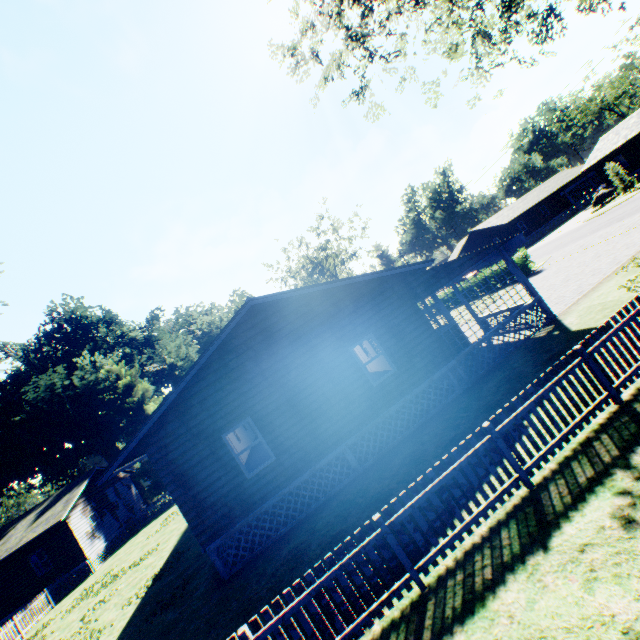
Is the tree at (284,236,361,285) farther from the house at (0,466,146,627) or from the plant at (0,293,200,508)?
the house at (0,466,146,627)

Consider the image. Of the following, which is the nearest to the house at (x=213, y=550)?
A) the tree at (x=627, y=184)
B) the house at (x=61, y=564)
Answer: the house at (x=61, y=564)

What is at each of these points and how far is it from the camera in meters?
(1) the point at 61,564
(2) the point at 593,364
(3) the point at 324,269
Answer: (1) house, 22.5
(2) fence, 6.2
(3) tree, 52.7

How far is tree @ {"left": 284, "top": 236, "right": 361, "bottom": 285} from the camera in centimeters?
4981cm

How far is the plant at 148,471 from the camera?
31.2 meters

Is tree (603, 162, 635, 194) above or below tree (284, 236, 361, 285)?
below

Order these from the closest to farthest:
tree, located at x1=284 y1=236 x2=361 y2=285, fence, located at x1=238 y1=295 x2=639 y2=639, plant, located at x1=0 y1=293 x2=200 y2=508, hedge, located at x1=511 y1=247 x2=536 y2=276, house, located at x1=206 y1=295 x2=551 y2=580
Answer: fence, located at x1=238 y1=295 x2=639 y2=639, house, located at x1=206 y1=295 x2=551 y2=580, hedge, located at x1=511 y1=247 x2=536 y2=276, plant, located at x1=0 y1=293 x2=200 y2=508, tree, located at x1=284 y1=236 x2=361 y2=285

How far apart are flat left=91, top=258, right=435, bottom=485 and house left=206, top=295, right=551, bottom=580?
3.22m
